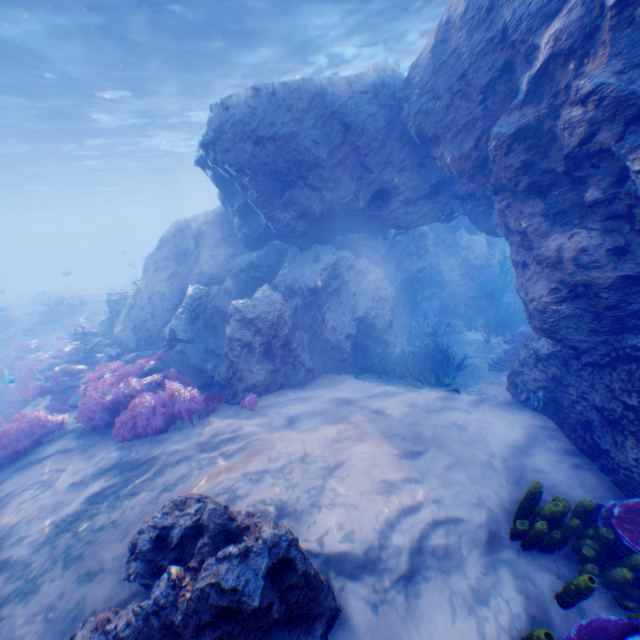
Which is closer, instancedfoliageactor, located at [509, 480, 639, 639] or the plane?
instancedfoliageactor, located at [509, 480, 639, 639]

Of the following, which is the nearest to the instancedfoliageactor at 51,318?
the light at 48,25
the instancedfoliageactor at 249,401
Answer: the light at 48,25

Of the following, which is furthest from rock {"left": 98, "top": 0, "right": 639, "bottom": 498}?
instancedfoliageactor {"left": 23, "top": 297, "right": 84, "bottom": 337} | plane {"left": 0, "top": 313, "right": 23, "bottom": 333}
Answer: instancedfoliageactor {"left": 23, "top": 297, "right": 84, "bottom": 337}

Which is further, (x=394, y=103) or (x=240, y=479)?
(x=394, y=103)

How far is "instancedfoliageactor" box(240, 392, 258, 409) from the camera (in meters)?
6.93

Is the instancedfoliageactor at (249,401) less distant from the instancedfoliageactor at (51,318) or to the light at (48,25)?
the light at (48,25)

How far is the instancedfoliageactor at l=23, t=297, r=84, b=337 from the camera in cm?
1865

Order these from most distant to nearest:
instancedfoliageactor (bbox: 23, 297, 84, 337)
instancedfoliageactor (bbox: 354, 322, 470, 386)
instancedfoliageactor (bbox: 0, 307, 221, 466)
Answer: instancedfoliageactor (bbox: 23, 297, 84, 337)
instancedfoliageactor (bbox: 354, 322, 470, 386)
instancedfoliageactor (bbox: 0, 307, 221, 466)
